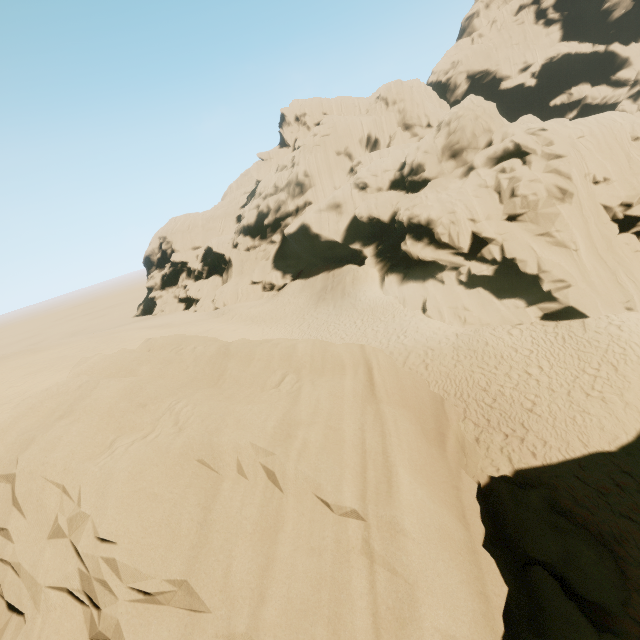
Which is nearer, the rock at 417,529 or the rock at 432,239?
the rock at 417,529

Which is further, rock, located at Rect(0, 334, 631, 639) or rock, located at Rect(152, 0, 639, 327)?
rock, located at Rect(152, 0, 639, 327)

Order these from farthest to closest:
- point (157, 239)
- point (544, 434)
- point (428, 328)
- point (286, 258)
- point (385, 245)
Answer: point (157, 239)
point (286, 258)
point (385, 245)
point (428, 328)
point (544, 434)
